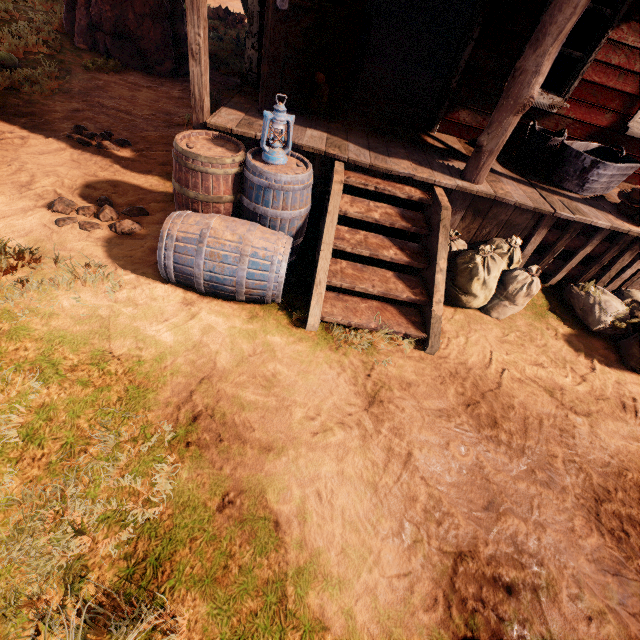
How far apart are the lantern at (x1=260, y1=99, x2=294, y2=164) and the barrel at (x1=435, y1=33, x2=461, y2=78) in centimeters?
994cm

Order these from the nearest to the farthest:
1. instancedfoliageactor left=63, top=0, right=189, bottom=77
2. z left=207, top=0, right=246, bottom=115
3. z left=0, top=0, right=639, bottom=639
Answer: z left=0, top=0, right=639, bottom=639
instancedfoliageactor left=63, top=0, right=189, bottom=77
z left=207, top=0, right=246, bottom=115

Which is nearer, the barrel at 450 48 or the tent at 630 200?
the tent at 630 200

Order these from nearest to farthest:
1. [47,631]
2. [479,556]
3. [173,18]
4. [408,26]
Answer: [47,631]
[479,556]
[173,18]
[408,26]

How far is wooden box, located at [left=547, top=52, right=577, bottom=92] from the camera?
9.2 meters

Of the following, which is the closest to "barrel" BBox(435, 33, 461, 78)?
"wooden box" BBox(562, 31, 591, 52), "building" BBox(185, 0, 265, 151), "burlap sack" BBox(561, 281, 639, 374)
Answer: "building" BBox(185, 0, 265, 151)

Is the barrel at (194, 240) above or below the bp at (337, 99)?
below

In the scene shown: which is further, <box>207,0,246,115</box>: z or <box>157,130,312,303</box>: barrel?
<box>207,0,246,115</box>: z
